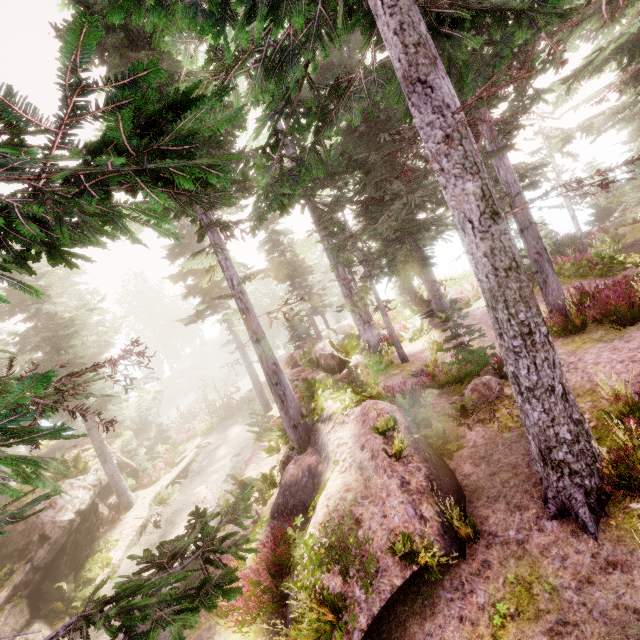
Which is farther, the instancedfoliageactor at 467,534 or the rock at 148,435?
the rock at 148,435

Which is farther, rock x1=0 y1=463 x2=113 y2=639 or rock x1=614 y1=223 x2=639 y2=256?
rock x1=614 y1=223 x2=639 y2=256

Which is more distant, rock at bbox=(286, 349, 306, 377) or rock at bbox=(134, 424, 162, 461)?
rock at bbox=(134, 424, 162, 461)

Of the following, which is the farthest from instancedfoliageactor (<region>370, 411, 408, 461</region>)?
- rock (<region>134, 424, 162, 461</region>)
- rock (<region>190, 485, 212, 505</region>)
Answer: rock (<region>190, 485, 212, 505</region>)

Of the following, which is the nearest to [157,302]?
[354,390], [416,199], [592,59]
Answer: [416,199]

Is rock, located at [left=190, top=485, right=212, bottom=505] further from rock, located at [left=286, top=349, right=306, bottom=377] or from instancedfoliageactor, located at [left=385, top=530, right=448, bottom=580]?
rock, located at [left=286, top=349, right=306, bottom=377]

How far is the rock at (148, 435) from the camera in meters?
22.8 m
